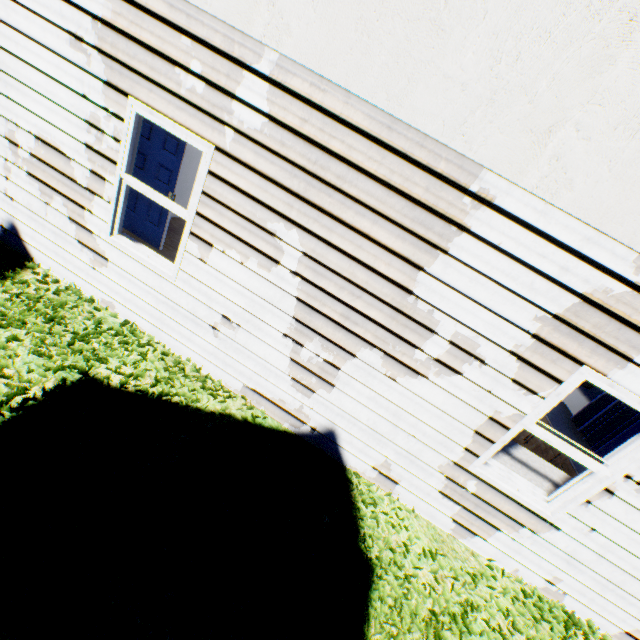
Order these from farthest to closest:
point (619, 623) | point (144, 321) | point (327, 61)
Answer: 1. point (144, 321)
2. point (619, 623)
3. point (327, 61)
